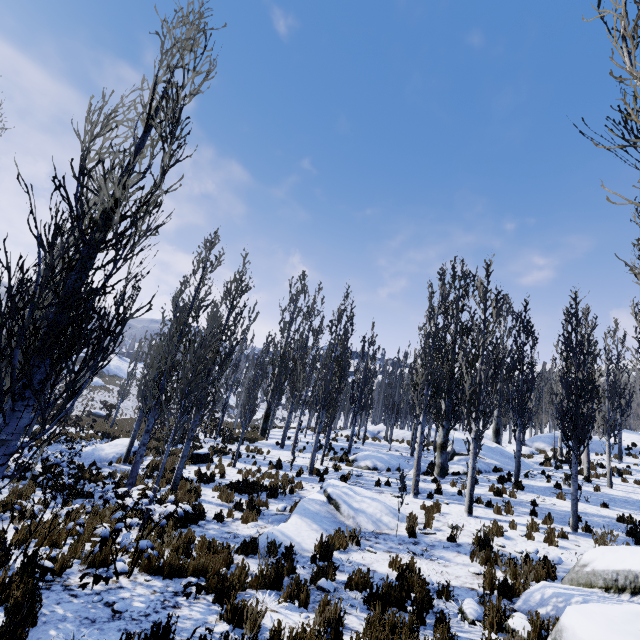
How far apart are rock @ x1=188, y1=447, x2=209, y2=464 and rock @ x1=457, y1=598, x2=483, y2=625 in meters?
14.7 m

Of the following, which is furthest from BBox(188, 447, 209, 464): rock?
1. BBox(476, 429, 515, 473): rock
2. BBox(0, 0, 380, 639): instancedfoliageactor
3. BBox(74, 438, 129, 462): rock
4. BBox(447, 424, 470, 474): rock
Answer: BBox(476, 429, 515, 473): rock

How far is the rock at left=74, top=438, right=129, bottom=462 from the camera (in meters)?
16.34

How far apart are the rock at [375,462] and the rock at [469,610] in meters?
11.6 m

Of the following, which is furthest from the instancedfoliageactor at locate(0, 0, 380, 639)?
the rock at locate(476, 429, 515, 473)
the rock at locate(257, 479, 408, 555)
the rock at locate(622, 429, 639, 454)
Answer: the rock at locate(257, 479, 408, 555)

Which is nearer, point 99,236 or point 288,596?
point 99,236

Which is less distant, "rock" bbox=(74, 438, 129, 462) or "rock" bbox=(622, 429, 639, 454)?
"rock" bbox=(74, 438, 129, 462)

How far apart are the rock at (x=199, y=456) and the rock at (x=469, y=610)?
14.7m
